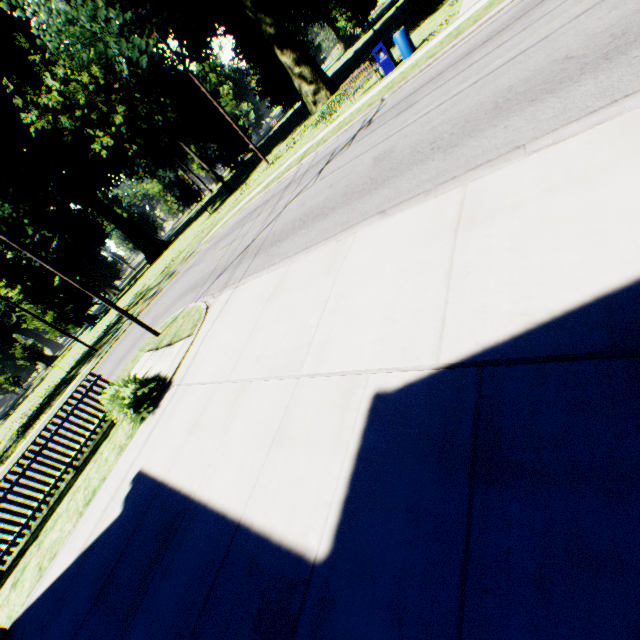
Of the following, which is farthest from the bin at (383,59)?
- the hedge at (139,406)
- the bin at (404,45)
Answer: the hedge at (139,406)

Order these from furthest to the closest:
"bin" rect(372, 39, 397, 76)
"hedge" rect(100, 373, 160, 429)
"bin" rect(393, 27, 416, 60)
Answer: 1. "bin" rect(372, 39, 397, 76)
2. "bin" rect(393, 27, 416, 60)
3. "hedge" rect(100, 373, 160, 429)

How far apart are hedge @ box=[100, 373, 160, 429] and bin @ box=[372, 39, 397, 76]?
16.8 meters

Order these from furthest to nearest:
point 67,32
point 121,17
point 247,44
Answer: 1. point 247,44
2. point 67,32
3. point 121,17

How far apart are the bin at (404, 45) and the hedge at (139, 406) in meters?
17.0 m

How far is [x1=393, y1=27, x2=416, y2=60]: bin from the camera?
14.1m

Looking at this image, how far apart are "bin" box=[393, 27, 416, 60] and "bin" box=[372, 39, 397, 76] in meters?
0.4 m

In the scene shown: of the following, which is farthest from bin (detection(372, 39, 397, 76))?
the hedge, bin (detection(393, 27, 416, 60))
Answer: the hedge
